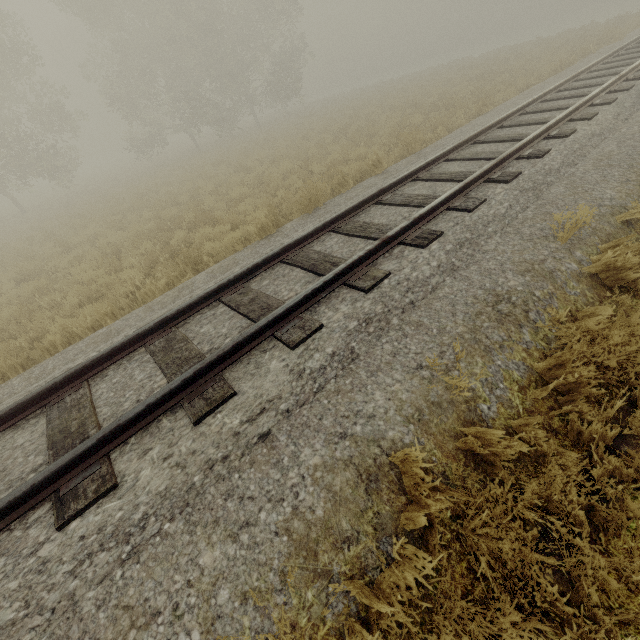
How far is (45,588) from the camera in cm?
229
